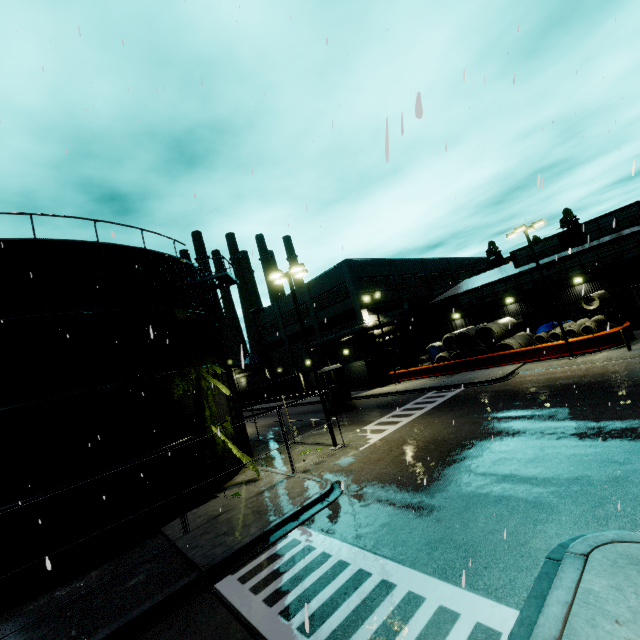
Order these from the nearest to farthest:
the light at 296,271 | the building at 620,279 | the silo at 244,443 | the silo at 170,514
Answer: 1. the silo at 170,514
2. the light at 296,271
3. the silo at 244,443
4. the building at 620,279

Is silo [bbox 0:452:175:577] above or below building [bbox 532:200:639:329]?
below

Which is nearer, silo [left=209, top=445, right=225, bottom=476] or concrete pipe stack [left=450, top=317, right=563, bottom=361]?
silo [left=209, top=445, right=225, bottom=476]

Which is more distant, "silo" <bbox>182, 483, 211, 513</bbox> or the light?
the light

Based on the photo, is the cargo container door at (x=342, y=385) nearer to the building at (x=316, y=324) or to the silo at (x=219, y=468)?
the silo at (x=219, y=468)

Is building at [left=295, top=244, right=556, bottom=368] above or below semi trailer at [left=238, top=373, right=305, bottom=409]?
above

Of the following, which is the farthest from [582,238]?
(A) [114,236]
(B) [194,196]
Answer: (A) [114,236]
